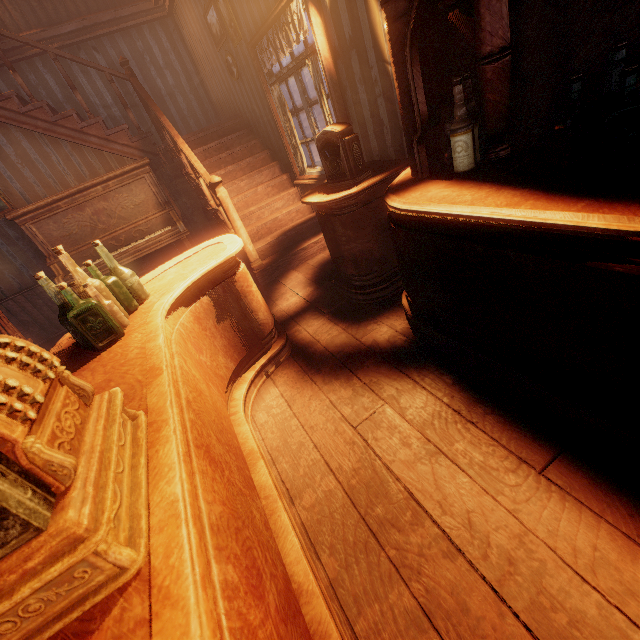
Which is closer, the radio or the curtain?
the radio

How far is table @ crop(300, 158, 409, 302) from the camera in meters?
2.5

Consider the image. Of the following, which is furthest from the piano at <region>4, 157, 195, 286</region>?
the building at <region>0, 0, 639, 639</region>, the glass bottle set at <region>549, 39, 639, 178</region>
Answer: the glass bottle set at <region>549, 39, 639, 178</region>

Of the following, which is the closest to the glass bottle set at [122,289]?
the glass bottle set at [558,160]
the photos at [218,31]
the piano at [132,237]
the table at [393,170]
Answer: the table at [393,170]

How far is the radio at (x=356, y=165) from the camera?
2.4 meters

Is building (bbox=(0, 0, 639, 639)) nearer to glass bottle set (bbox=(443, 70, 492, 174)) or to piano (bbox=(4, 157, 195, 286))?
piano (bbox=(4, 157, 195, 286))

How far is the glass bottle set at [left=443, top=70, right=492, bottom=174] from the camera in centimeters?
167cm

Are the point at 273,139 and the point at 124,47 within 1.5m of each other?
no
